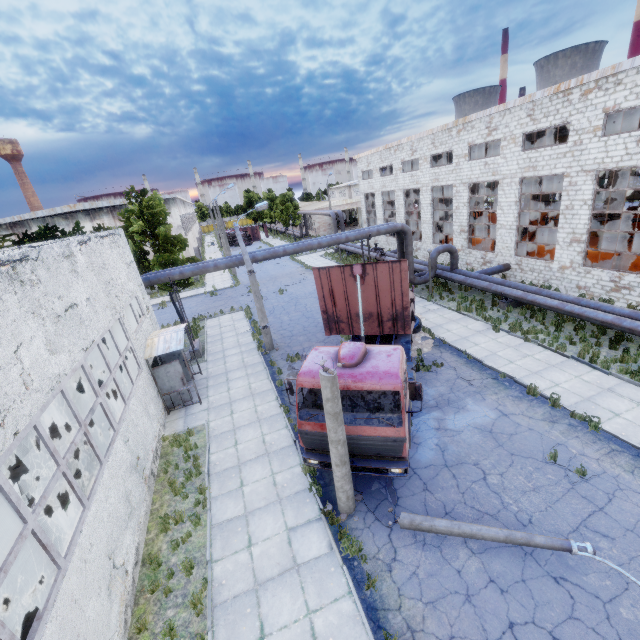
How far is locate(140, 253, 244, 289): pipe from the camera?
17.4m

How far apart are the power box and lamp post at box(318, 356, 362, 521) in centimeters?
542cm

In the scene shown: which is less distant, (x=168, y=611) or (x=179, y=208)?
(x=168, y=611)

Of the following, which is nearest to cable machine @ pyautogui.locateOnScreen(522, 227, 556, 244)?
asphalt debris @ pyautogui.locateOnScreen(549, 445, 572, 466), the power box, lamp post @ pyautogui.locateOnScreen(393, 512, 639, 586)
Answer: asphalt debris @ pyautogui.locateOnScreen(549, 445, 572, 466)

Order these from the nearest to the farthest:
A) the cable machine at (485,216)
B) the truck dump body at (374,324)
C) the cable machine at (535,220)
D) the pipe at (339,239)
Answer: the truck dump body at (374,324), the pipe at (339,239), the cable machine at (535,220), the cable machine at (485,216)

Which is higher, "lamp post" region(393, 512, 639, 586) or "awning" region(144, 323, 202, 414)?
"awning" region(144, 323, 202, 414)

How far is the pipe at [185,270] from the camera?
17.4m

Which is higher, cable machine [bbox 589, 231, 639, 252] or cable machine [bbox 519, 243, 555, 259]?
cable machine [bbox 589, 231, 639, 252]
